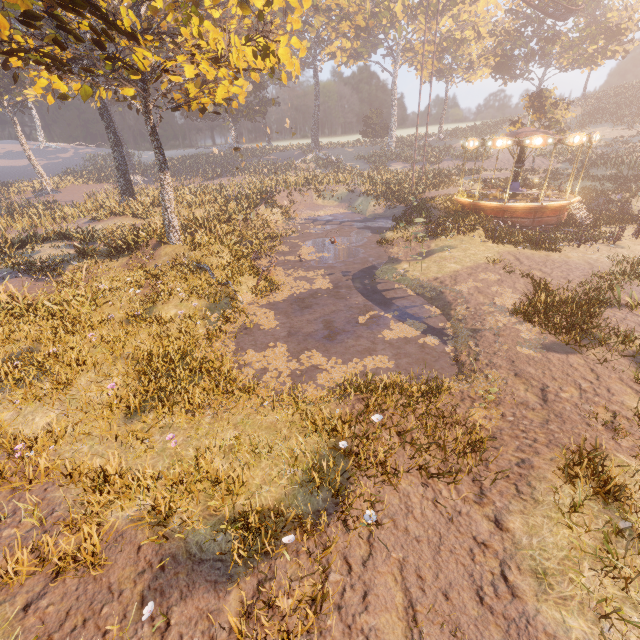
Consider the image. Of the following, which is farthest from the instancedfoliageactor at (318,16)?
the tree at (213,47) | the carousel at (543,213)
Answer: the tree at (213,47)

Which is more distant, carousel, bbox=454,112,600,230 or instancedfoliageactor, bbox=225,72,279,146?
instancedfoliageactor, bbox=225,72,279,146

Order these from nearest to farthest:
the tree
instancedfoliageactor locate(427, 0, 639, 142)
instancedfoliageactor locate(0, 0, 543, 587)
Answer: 1. instancedfoliageactor locate(0, 0, 543, 587)
2. the tree
3. instancedfoliageactor locate(427, 0, 639, 142)

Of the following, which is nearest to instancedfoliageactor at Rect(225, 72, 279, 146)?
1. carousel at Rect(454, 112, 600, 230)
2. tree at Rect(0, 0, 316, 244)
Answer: carousel at Rect(454, 112, 600, 230)

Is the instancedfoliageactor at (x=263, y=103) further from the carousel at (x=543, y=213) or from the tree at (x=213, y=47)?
the tree at (x=213, y=47)

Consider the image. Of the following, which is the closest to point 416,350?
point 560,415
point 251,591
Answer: point 560,415

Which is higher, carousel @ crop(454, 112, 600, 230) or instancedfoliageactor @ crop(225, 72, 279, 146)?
instancedfoliageactor @ crop(225, 72, 279, 146)
